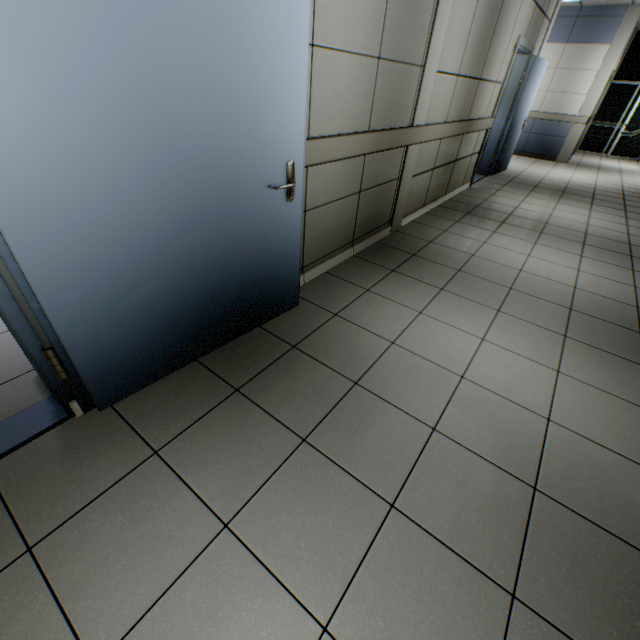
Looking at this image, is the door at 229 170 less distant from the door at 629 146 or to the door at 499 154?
the door at 499 154

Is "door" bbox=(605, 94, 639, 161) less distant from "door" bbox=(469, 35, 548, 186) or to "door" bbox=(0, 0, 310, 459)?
"door" bbox=(469, 35, 548, 186)

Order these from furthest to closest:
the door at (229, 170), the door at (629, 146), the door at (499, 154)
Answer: the door at (629, 146) → the door at (499, 154) → the door at (229, 170)

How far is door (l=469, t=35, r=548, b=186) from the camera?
5.63m

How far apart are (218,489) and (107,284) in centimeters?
102cm

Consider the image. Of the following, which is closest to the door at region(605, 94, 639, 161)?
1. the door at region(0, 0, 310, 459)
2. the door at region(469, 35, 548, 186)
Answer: the door at region(469, 35, 548, 186)
